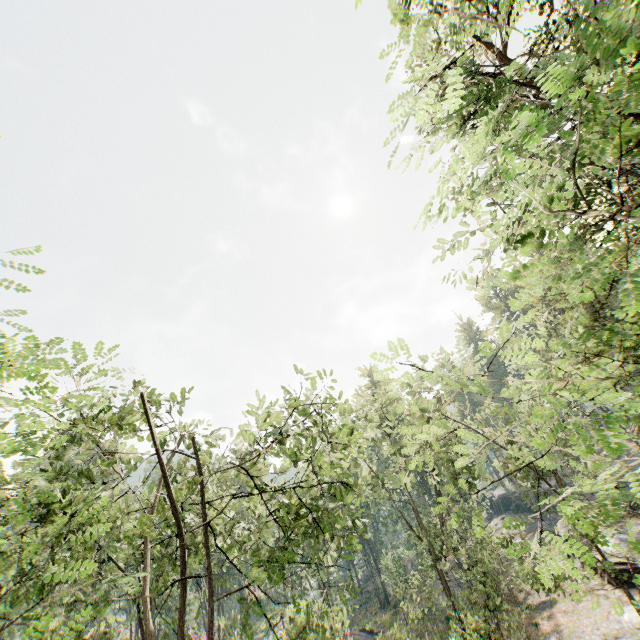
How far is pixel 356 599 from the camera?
48.78m

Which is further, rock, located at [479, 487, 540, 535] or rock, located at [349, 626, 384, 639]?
rock, located at [479, 487, 540, 535]

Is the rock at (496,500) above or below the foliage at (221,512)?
below

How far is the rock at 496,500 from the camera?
47.25m

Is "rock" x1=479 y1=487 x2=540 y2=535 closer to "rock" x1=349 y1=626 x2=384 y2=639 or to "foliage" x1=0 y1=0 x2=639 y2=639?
"foliage" x1=0 y1=0 x2=639 y2=639

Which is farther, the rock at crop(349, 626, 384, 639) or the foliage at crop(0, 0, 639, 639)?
the rock at crop(349, 626, 384, 639)

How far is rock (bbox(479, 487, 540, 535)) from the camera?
47.2m
